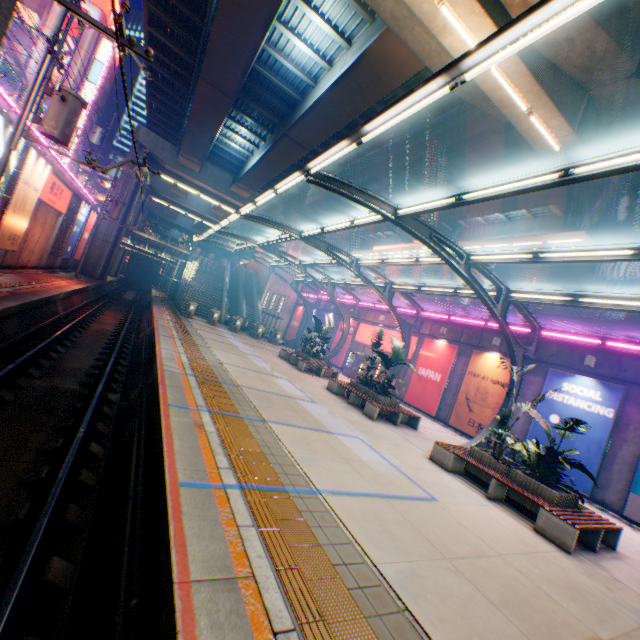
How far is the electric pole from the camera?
30.6m

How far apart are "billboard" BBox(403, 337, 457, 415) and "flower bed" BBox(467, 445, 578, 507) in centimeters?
925cm

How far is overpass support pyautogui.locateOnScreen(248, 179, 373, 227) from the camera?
31.9m

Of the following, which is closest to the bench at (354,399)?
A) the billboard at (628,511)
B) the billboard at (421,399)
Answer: the billboard at (421,399)

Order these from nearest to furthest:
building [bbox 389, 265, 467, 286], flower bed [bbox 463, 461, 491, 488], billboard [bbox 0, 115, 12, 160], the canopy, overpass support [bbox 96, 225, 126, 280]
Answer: the canopy → flower bed [bbox 463, 461, 491, 488] → billboard [bbox 0, 115, 12, 160] → overpass support [bbox 96, 225, 126, 280] → building [bbox 389, 265, 467, 286]

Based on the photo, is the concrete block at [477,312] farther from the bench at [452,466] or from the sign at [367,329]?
the bench at [452,466]

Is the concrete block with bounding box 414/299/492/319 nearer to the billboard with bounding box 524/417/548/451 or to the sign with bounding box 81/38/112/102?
the billboard with bounding box 524/417/548/451

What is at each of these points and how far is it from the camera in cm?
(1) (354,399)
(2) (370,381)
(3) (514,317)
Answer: (1) bench, 1453
(2) plants, 1542
(3) concrete block, 1658
